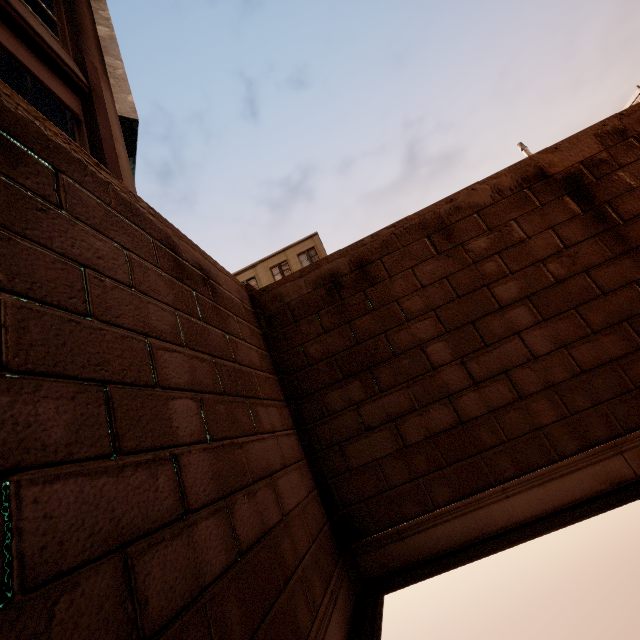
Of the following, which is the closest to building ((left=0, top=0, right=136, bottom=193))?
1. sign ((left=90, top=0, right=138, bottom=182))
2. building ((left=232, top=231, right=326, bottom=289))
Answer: sign ((left=90, top=0, right=138, bottom=182))

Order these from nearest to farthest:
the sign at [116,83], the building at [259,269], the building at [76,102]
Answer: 1. the building at [76,102]
2. the sign at [116,83]
3. the building at [259,269]

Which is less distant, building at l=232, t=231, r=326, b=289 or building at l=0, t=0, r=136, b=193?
building at l=0, t=0, r=136, b=193

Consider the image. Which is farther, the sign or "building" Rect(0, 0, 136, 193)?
the sign

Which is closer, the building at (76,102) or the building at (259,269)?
the building at (76,102)

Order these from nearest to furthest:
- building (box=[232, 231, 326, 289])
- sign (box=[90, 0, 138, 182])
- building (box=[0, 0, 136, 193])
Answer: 1. building (box=[0, 0, 136, 193])
2. sign (box=[90, 0, 138, 182])
3. building (box=[232, 231, 326, 289])

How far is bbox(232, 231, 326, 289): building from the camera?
28.69m

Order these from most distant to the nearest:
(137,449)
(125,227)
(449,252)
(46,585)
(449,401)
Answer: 1. (449,252)
2. (449,401)
3. (125,227)
4. (137,449)
5. (46,585)
